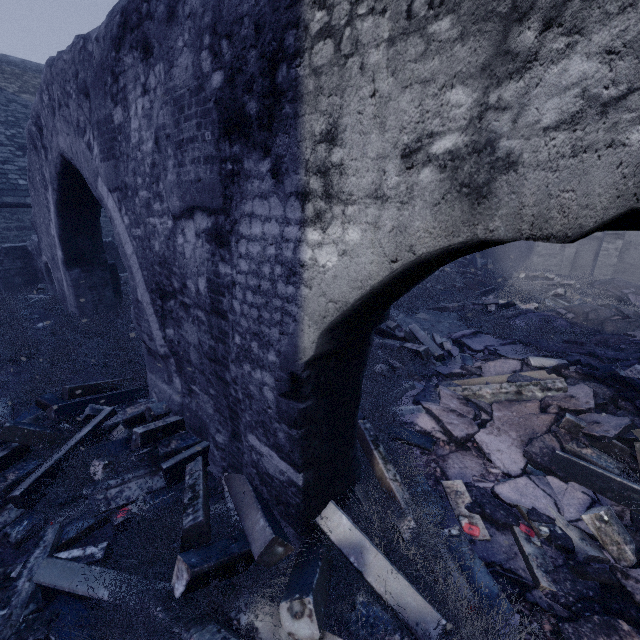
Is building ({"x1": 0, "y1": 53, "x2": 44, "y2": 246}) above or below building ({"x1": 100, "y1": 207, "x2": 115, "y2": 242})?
above

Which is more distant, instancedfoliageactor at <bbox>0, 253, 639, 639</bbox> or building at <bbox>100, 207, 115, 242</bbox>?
building at <bbox>100, 207, 115, 242</bbox>

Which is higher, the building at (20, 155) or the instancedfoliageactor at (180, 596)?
the building at (20, 155)

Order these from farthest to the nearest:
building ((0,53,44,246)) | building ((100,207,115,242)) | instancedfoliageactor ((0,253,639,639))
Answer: building ((100,207,115,242)) < building ((0,53,44,246)) < instancedfoliageactor ((0,253,639,639))

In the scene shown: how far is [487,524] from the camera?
3.2m

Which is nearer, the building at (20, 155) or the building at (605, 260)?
the building at (20, 155)
